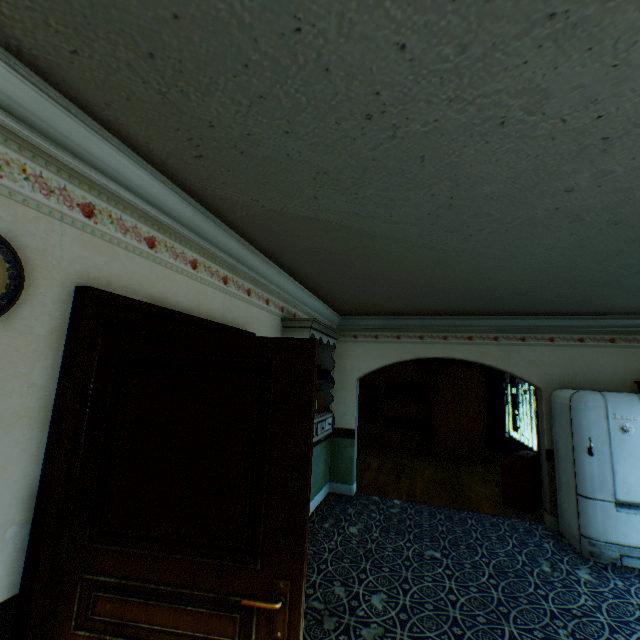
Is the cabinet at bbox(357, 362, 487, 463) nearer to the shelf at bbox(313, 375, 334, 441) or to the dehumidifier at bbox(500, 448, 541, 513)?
the dehumidifier at bbox(500, 448, 541, 513)

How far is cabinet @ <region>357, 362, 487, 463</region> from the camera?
8.66m

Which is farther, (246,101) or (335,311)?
(335,311)

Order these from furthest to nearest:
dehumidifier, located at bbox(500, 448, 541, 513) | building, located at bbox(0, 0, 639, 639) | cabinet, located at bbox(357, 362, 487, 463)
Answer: cabinet, located at bbox(357, 362, 487, 463)
dehumidifier, located at bbox(500, 448, 541, 513)
building, located at bbox(0, 0, 639, 639)

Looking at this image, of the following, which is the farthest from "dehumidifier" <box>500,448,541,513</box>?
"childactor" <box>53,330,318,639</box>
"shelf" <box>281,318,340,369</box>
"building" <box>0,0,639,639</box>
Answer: "childactor" <box>53,330,318,639</box>

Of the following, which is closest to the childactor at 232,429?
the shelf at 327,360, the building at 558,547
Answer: the building at 558,547

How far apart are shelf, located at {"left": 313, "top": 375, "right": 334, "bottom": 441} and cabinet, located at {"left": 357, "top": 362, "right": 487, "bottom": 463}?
5.20m

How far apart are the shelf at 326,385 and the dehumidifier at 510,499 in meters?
3.3
